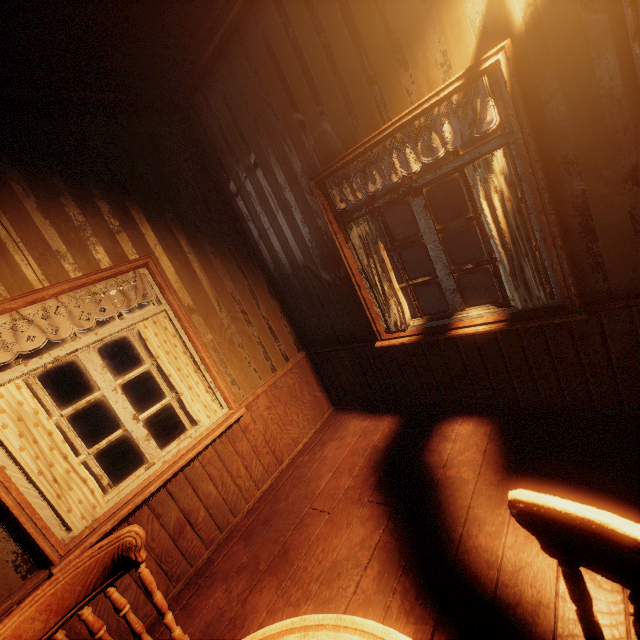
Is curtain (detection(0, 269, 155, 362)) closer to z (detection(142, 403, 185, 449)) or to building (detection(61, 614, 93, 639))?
building (detection(61, 614, 93, 639))

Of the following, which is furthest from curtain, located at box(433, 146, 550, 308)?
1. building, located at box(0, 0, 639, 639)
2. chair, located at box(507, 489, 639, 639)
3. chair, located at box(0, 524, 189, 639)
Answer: chair, located at box(507, 489, 639, 639)

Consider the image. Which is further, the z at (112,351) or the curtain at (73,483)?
the z at (112,351)

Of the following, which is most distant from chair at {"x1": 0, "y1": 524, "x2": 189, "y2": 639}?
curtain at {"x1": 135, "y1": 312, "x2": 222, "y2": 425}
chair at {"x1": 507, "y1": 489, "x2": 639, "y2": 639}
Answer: curtain at {"x1": 135, "y1": 312, "x2": 222, "y2": 425}

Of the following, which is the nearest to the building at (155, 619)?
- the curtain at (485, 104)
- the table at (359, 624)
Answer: the curtain at (485, 104)

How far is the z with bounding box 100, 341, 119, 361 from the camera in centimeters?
3450cm

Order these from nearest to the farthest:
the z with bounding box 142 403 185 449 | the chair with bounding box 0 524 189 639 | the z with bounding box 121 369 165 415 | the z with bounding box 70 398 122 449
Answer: the chair with bounding box 0 524 189 639 < the z with bounding box 142 403 185 449 < the z with bounding box 70 398 122 449 < the z with bounding box 121 369 165 415

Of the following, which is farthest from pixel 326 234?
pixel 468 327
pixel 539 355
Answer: pixel 539 355
